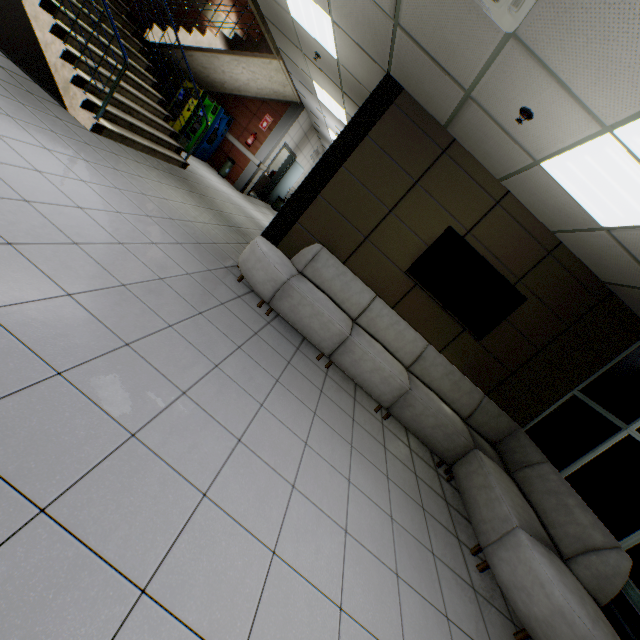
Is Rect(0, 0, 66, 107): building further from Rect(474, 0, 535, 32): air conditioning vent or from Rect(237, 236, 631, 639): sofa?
Answer: Rect(474, 0, 535, 32): air conditioning vent

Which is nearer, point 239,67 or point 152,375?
point 152,375

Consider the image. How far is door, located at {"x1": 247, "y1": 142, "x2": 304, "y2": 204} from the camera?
11.2 meters

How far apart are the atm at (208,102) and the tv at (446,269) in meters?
8.0 m

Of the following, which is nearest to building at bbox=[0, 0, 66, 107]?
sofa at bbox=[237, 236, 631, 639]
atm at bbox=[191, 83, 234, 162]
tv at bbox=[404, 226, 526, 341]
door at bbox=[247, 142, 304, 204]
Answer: sofa at bbox=[237, 236, 631, 639]

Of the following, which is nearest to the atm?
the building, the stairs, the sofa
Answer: the stairs

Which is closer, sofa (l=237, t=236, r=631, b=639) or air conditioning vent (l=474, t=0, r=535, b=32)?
air conditioning vent (l=474, t=0, r=535, b=32)

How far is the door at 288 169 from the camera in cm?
1123
